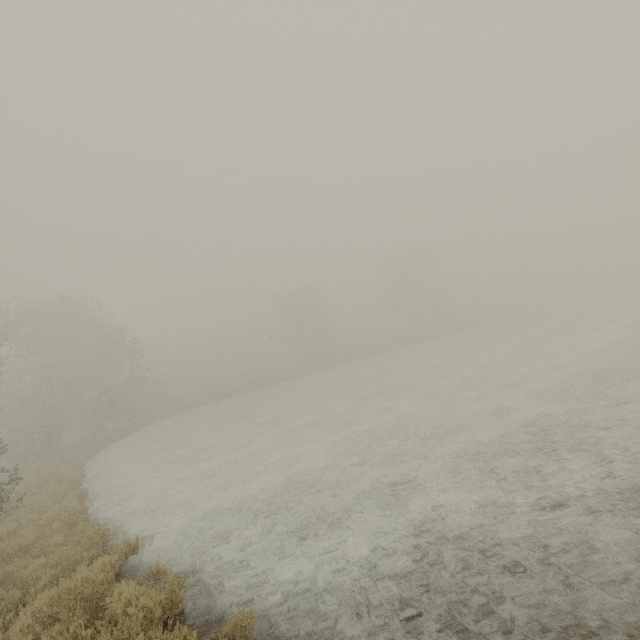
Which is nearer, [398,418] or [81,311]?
[398,418]
